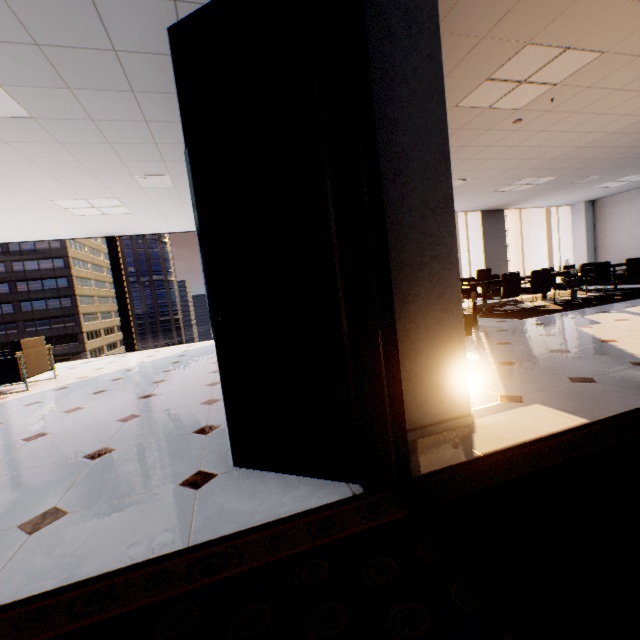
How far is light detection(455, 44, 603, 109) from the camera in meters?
3.1

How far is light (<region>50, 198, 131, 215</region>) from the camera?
5.5m

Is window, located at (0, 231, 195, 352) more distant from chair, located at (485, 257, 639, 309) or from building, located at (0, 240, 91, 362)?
building, located at (0, 240, 91, 362)

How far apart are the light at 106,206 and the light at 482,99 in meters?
5.5

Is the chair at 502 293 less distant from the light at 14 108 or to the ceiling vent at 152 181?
the ceiling vent at 152 181

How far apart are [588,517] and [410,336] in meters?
1.1

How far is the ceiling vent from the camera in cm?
482

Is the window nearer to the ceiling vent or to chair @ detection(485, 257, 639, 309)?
the ceiling vent
